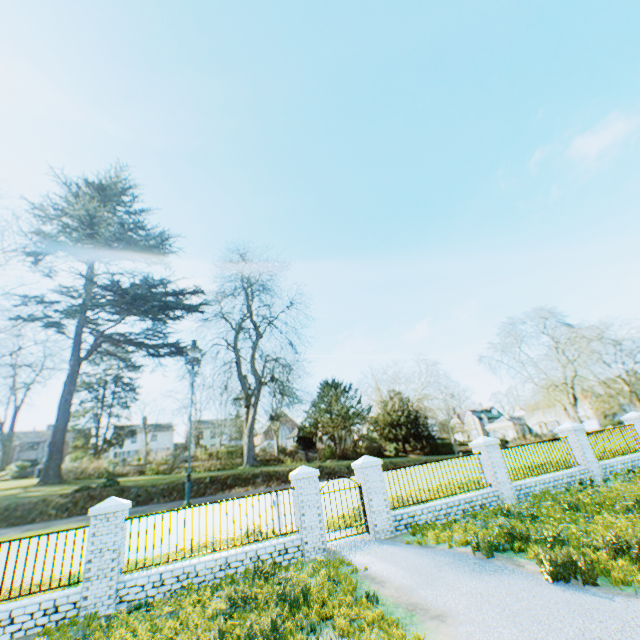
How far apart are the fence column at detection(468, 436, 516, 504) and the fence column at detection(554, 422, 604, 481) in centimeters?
457cm

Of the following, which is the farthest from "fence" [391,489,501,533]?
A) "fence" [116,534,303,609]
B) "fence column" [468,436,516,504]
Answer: "fence" [116,534,303,609]

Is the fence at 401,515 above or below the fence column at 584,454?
below

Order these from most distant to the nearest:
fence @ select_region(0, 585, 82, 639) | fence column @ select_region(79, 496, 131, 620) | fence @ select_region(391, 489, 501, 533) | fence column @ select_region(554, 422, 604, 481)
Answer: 1. fence column @ select_region(554, 422, 604, 481)
2. fence @ select_region(391, 489, 501, 533)
3. fence column @ select_region(79, 496, 131, 620)
4. fence @ select_region(0, 585, 82, 639)

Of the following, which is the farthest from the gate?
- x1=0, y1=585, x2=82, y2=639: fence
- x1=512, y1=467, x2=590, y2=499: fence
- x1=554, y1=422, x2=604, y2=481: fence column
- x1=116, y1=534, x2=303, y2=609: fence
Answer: x1=0, y1=585, x2=82, y2=639: fence

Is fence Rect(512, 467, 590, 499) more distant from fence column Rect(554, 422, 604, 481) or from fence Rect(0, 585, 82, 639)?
fence Rect(0, 585, 82, 639)

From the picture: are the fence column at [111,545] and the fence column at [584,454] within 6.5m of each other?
no

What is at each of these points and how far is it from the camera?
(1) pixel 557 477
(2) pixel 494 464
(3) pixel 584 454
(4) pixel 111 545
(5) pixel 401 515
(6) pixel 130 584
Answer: (1) fence, 13.7 meters
(2) fence column, 12.9 meters
(3) fence column, 14.6 meters
(4) fence column, 8.3 meters
(5) fence, 11.0 meters
(6) fence, 8.2 meters
